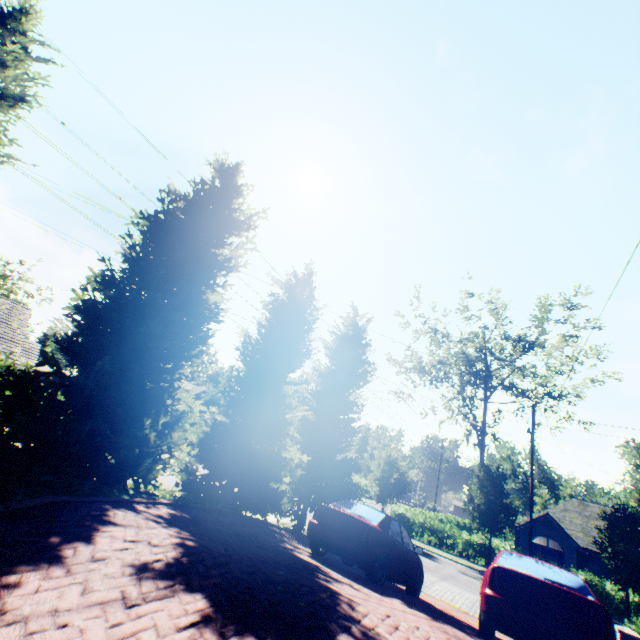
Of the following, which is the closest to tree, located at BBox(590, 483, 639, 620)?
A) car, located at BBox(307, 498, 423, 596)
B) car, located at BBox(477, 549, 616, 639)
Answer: car, located at BBox(307, 498, 423, 596)

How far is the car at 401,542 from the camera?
7.4m

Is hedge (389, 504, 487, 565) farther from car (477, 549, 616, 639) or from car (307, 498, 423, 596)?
car (477, 549, 616, 639)

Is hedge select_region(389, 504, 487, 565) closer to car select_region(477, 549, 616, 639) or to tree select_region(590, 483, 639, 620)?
tree select_region(590, 483, 639, 620)

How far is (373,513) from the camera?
8.4m

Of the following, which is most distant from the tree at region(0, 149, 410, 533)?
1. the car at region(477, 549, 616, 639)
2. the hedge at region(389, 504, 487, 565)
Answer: the car at region(477, 549, 616, 639)

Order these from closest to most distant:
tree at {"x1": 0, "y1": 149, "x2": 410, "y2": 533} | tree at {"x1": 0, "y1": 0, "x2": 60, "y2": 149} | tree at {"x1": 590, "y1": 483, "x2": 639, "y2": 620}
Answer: tree at {"x1": 0, "y1": 0, "x2": 60, "y2": 149} < tree at {"x1": 0, "y1": 149, "x2": 410, "y2": 533} < tree at {"x1": 590, "y1": 483, "x2": 639, "y2": 620}

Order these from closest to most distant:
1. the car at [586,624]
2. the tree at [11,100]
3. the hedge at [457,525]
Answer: the car at [586,624] → the tree at [11,100] → the hedge at [457,525]
